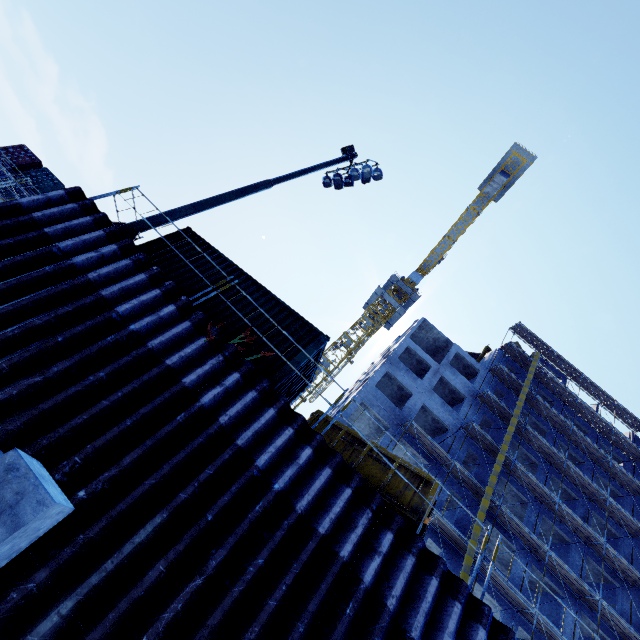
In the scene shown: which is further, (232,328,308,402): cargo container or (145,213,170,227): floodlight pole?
(145,213,170,227): floodlight pole

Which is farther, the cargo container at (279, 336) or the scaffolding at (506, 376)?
the scaffolding at (506, 376)

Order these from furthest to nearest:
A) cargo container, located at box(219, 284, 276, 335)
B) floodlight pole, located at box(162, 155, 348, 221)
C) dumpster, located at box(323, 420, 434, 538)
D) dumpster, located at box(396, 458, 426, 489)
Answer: floodlight pole, located at box(162, 155, 348, 221) < cargo container, located at box(219, 284, 276, 335) < dumpster, located at box(396, 458, 426, 489) < dumpster, located at box(323, 420, 434, 538)

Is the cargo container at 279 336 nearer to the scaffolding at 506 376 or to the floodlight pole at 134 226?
the floodlight pole at 134 226

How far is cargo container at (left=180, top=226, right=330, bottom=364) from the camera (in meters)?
8.65

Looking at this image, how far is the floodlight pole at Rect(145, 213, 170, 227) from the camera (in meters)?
8.72

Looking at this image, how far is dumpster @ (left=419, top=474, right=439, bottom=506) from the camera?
7.2 meters

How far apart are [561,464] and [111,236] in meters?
34.9 m
